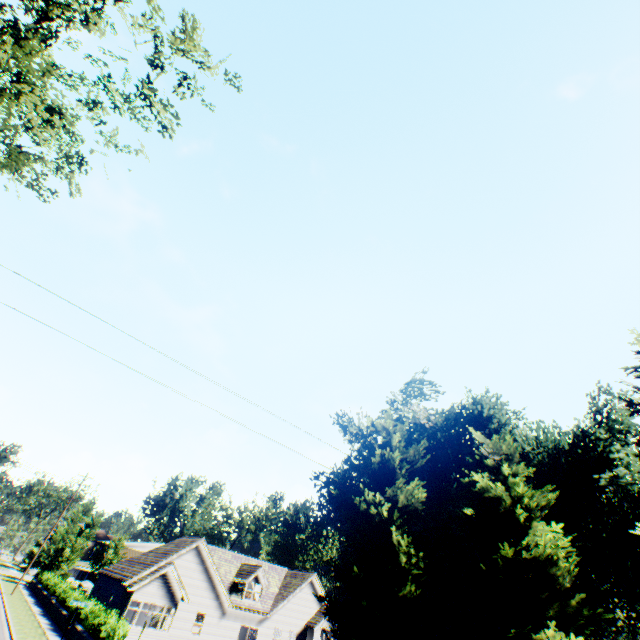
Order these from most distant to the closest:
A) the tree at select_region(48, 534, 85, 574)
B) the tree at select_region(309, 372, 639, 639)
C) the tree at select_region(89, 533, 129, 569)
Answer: the tree at select_region(89, 533, 129, 569)
the tree at select_region(48, 534, 85, 574)
the tree at select_region(309, 372, 639, 639)

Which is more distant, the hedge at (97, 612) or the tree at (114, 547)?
the tree at (114, 547)

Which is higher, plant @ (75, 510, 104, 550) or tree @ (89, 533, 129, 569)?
plant @ (75, 510, 104, 550)

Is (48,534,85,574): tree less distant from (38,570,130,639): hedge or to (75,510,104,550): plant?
(75,510,104,550): plant

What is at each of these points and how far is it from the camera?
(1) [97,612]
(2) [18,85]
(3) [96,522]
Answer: (1) hedge, 21.5 meters
(2) tree, 8.0 meters
(3) plant, 52.3 meters

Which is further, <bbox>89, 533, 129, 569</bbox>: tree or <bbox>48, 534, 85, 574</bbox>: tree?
<bbox>89, 533, 129, 569</bbox>: tree

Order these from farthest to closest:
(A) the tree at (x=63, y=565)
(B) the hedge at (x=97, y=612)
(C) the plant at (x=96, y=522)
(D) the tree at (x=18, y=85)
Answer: (C) the plant at (x=96, y=522) → (A) the tree at (x=63, y=565) → (B) the hedge at (x=97, y=612) → (D) the tree at (x=18, y=85)
